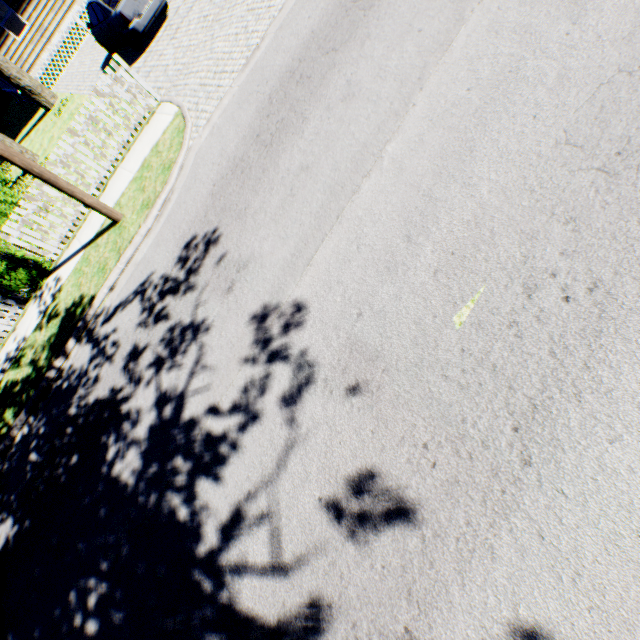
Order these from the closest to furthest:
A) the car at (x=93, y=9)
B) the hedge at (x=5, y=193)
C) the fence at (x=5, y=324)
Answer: the fence at (x=5, y=324)
the hedge at (x=5, y=193)
the car at (x=93, y=9)

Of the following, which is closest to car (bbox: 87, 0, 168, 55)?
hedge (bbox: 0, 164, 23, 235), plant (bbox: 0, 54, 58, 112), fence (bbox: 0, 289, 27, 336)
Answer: plant (bbox: 0, 54, 58, 112)

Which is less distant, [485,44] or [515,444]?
[515,444]

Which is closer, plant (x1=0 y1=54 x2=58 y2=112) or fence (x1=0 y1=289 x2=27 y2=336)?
fence (x1=0 y1=289 x2=27 y2=336)

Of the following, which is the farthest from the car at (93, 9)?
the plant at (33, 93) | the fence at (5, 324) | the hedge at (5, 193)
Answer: the fence at (5, 324)

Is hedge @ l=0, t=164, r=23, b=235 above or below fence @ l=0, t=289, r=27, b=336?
above

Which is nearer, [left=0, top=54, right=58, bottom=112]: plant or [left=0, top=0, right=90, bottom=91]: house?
[left=0, top=54, right=58, bottom=112]: plant

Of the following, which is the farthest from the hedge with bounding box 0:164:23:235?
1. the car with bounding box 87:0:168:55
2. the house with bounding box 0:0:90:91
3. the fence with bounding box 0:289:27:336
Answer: the house with bounding box 0:0:90:91
